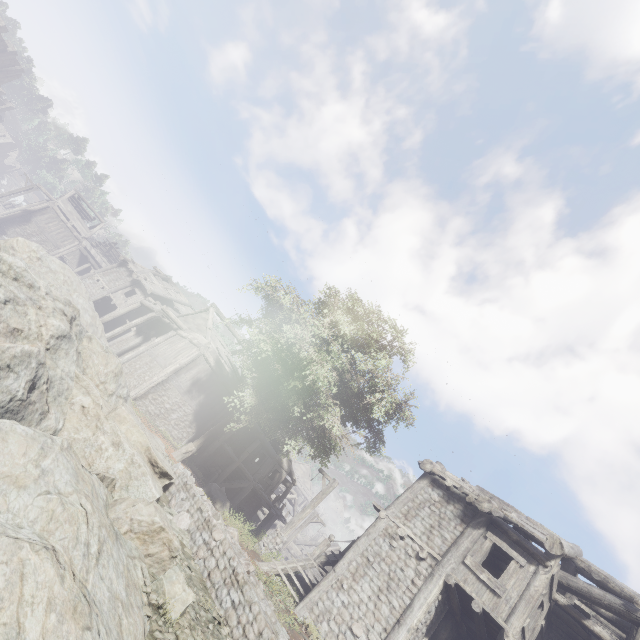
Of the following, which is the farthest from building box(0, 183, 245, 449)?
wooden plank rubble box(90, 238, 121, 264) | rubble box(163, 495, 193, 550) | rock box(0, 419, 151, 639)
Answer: rubble box(163, 495, 193, 550)

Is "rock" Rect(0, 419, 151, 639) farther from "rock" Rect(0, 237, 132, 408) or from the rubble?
the rubble

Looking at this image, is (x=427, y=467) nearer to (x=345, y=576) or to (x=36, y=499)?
(x=345, y=576)

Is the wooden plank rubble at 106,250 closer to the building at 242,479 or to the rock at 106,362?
the building at 242,479

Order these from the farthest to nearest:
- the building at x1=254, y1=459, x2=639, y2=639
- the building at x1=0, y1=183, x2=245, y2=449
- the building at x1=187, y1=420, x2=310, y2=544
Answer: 1. the building at x1=187, y1=420, x2=310, y2=544
2. the building at x1=0, y1=183, x2=245, y2=449
3. the building at x1=254, y1=459, x2=639, y2=639

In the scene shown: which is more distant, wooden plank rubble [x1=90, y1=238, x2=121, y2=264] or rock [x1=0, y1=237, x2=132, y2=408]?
wooden plank rubble [x1=90, y1=238, x2=121, y2=264]

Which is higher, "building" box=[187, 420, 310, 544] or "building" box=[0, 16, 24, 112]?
"building" box=[0, 16, 24, 112]

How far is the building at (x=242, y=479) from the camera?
20.8m
